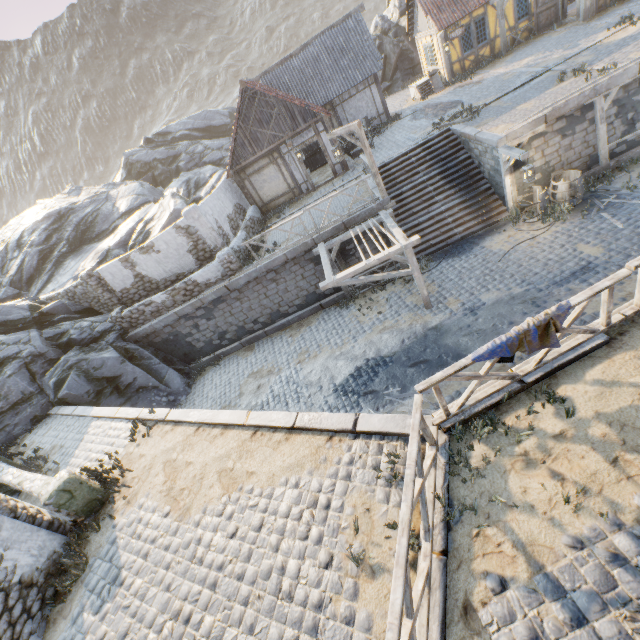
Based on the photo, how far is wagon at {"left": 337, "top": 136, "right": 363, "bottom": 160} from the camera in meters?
18.4 m

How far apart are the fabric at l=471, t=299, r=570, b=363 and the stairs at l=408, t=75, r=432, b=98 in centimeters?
2233cm

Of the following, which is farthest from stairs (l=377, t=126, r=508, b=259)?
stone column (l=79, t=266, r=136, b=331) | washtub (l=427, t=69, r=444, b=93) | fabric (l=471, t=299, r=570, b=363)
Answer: stone column (l=79, t=266, r=136, b=331)

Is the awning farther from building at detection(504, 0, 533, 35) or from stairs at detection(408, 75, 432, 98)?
building at detection(504, 0, 533, 35)

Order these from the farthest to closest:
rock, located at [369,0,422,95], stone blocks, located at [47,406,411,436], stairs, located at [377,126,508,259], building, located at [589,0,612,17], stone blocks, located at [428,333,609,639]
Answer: rock, located at [369,0,422,95] → building, located at [589,0,612,17] → stairs, located at [377,126,508,259] → stone blocks, located at [47,406,411,436] → stone blocks, located at [428,333,609,639]

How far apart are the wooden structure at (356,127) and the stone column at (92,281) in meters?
12.2 m

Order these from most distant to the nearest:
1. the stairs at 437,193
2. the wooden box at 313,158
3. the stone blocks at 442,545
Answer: the wooden box at 313,158, the stairs at 437,193, the stone blocks at 442,545

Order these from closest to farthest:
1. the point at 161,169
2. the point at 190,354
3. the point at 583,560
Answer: the point at 583,560 → the point at 190,354 → the point at 161,169
